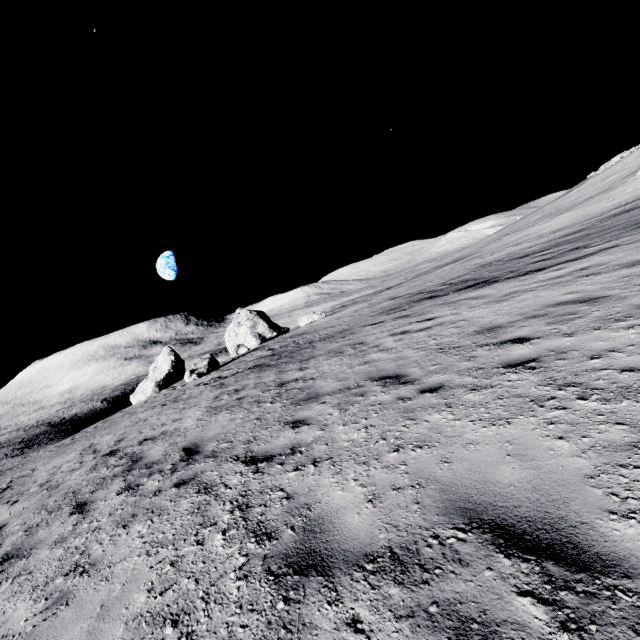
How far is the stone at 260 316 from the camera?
39.7m

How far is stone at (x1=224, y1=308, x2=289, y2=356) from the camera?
39.72m

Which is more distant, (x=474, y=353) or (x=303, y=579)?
(x=474, y=353)
